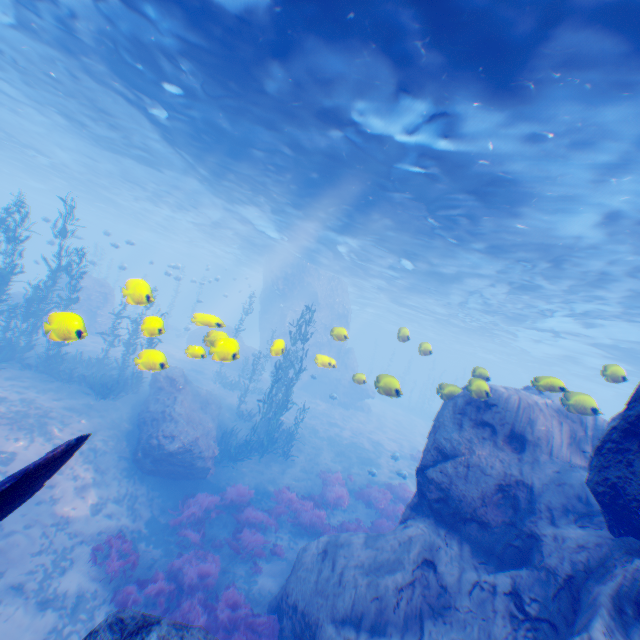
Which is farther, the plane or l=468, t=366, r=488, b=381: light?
l=468, t=366, r=488, b=381: light

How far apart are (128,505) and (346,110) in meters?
14.9

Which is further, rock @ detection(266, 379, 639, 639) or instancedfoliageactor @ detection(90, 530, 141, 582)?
instancedfoliageactor @ detection(90, 530, 141, 582)

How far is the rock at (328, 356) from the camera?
31.19m

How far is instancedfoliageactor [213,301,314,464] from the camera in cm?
1656

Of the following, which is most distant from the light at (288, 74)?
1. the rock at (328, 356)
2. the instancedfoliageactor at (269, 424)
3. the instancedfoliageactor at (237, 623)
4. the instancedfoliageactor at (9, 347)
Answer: the instancedfoliageactor at (269, 424)

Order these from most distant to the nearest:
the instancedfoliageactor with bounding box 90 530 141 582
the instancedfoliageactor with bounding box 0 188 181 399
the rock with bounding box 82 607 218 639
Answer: the instancedfoliageactor with bounding box 90 530 141 582 < the instancedfoliageactor with bounding box 0 188 181 399 < the rock with bounding box 82 607 218 639

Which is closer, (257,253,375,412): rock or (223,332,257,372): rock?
(223,332,257,372): rock
